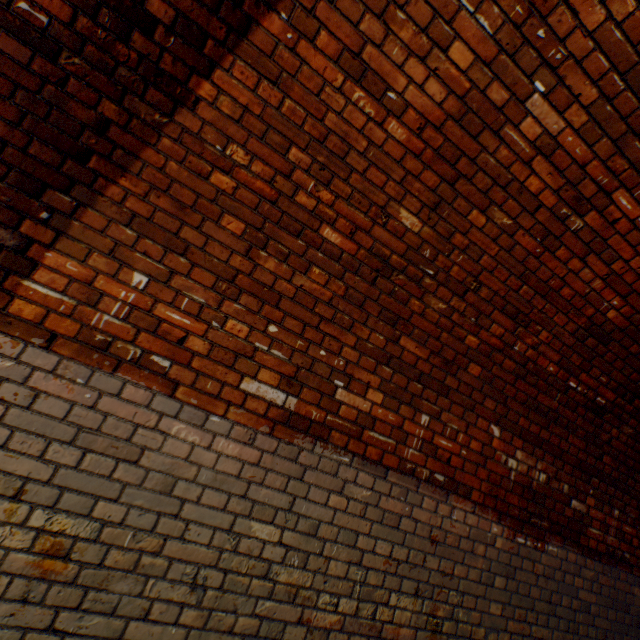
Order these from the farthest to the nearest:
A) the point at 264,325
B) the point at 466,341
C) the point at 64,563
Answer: the point at 466,341 → the point at 264,325 → the point at 64,563
